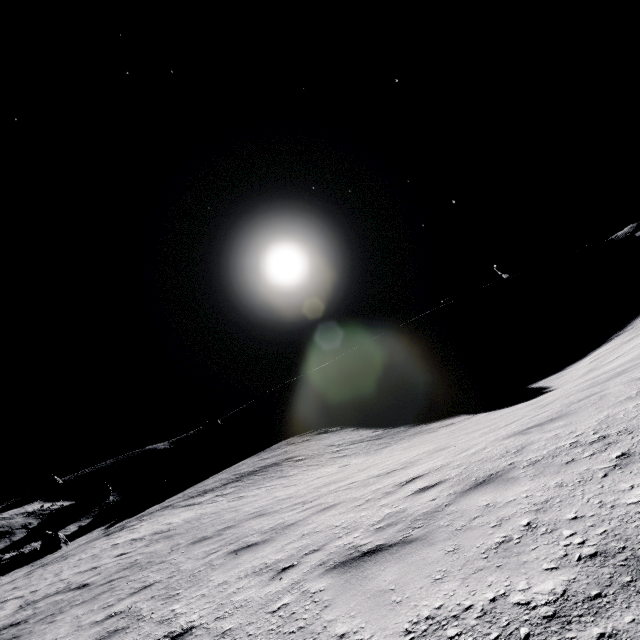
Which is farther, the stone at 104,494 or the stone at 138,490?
the stone at 138,490

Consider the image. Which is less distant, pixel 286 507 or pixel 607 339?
pixel 286 507

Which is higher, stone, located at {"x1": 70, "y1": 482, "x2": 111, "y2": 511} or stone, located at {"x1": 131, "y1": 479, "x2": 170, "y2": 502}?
stone, located at {"x1": 70, "y1": 482, "x2": 111, "y2": 511}

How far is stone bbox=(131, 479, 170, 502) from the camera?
54.7m

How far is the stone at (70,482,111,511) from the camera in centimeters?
5419cm

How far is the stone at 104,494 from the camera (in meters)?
54.19

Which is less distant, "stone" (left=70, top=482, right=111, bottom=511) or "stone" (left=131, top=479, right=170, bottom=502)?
"stone" (left=70, top=482, right=111, bottom=511)
